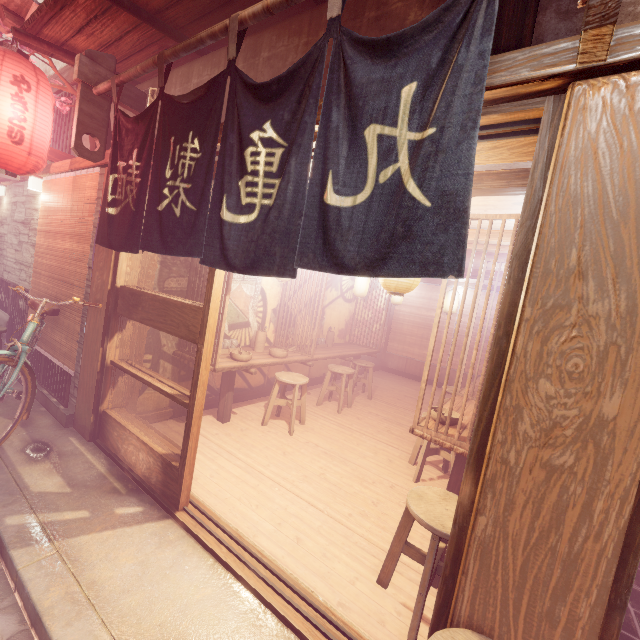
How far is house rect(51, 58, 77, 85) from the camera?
7.8 meters

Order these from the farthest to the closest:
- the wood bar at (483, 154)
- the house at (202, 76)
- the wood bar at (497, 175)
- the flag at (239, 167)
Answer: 1. the house at (202, 76)
2. the wood bar at (497, 175)
3. the wood bar at (483, 154)
4. the flag at (239, 167)

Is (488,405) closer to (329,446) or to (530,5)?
(530,5)

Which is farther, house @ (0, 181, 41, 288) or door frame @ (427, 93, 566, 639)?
house @ (0, 181, 41, 288)

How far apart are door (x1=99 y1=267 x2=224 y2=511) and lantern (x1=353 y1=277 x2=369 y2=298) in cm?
858

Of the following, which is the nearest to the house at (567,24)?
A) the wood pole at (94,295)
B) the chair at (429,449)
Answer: the wood pole at (94,295)

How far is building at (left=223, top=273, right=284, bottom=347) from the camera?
8.7m

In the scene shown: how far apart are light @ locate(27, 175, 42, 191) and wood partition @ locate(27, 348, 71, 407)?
3.9m
